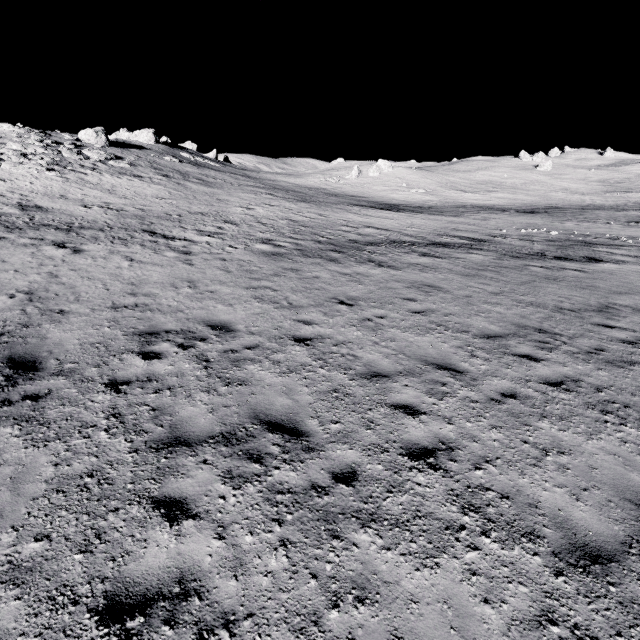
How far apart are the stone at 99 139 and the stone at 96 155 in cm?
609

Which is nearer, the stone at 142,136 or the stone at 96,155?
the stone at 96,155

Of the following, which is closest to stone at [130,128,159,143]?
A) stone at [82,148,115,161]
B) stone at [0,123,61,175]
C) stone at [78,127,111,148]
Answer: stone at [78,127,111,148]

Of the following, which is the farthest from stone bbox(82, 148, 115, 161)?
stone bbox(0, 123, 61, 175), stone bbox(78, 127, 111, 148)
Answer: stone bbox(78, 127, 111, 148)

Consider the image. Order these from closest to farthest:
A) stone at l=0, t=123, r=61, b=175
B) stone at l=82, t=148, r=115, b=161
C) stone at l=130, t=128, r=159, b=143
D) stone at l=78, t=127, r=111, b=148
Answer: stone at l=0, t=123, r=61, b=175 → stone at l=82, t=148, r=115, b=161 → stone at l=78, t=127, r=111, b=148 → stone at l=130, t=128, r=159, b=143

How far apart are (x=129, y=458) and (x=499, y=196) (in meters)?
69.38

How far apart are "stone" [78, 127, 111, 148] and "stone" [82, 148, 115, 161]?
6.1 meters
